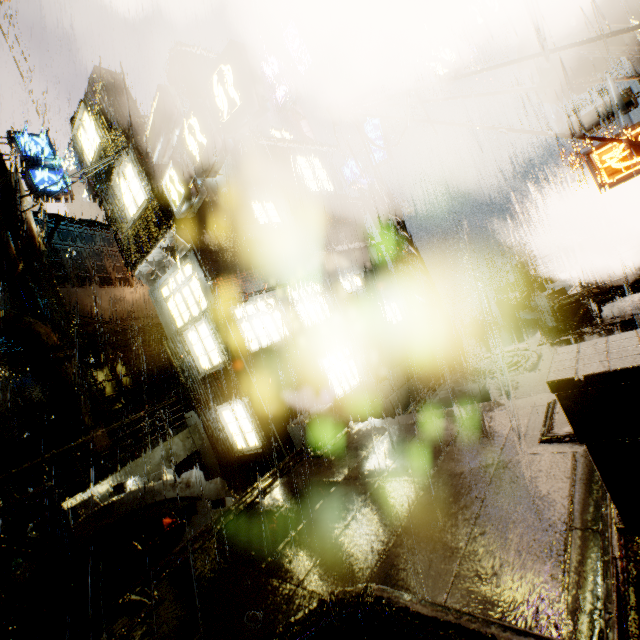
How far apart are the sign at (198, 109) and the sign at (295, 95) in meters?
11.0 m

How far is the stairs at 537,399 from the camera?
5.6m

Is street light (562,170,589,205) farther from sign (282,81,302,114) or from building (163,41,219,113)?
sign (282,81,302,114)

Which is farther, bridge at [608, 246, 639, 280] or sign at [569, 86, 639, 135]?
bridge at [608, 246, 639, 280]

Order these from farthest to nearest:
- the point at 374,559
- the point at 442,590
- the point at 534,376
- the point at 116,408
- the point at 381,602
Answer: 1. the point at 116,408
2. the point at 534,376
3. the point at 374,559
4. the point at 442,590
5. the point at 381,602

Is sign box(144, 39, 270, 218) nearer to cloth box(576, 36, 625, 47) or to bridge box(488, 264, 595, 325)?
cloth box(576, 36, 625, 47)

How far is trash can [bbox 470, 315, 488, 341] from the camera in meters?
17.2

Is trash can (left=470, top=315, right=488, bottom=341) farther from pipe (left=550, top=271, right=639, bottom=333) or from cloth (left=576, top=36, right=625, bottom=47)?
cloth (left=576, top=36, right=625, bottom=47)
